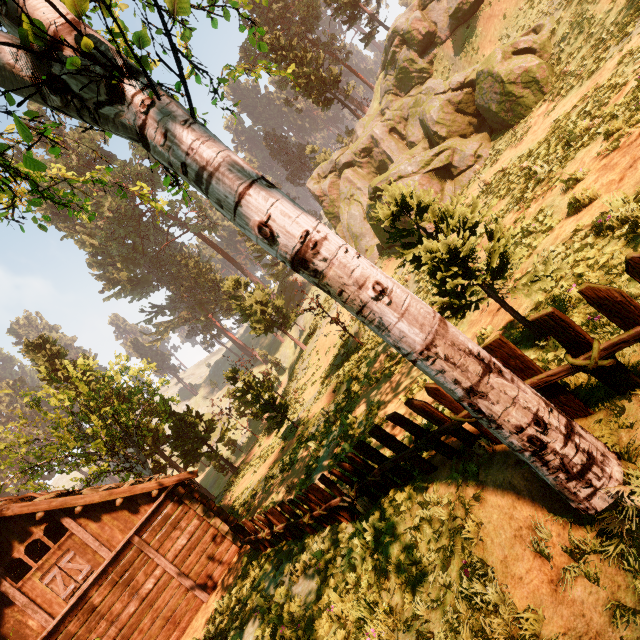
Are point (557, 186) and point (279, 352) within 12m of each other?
no

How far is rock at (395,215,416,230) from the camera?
20.5 meters

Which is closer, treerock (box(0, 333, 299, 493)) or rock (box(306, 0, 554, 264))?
rock (box(306, 0, 554, 264))

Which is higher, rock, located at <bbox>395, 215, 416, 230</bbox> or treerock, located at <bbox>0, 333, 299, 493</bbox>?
treerock, located at <bbox>0, 333, 299, 493</bbox>

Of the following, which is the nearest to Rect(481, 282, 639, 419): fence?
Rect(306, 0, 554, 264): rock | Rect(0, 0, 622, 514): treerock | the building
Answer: Rect(0, 0, 622, 514): treerock

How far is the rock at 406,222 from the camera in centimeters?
2045cm

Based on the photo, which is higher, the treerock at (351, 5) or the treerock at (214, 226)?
the treerock at (214, 226)

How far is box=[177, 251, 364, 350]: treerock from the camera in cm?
3181
